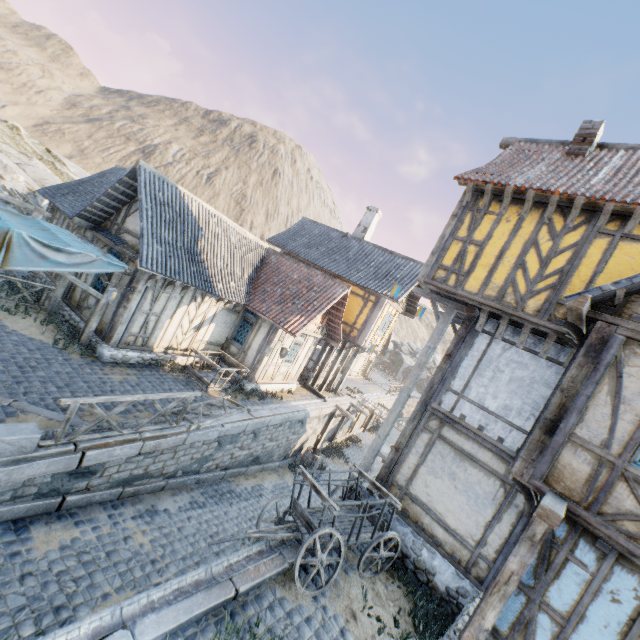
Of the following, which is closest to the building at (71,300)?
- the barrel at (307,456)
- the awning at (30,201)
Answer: the awning at (30,201)

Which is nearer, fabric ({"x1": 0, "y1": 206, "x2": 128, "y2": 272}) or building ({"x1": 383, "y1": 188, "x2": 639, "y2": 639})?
building ({"x1": 383, "y1": 188, "x2": 639, "y2": 639})

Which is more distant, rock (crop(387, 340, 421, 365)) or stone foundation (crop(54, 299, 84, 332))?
rock (crop(387, 340, 421, 365))

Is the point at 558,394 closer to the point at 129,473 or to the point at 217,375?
the point at 129,473

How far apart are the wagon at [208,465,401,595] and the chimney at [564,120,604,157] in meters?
10.5 m

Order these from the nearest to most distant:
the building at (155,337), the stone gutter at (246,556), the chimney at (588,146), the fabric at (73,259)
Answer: the stone gutter at (246,556) → the fabric at (73,259) → the chimney at (588,146) → the building at (155,337)

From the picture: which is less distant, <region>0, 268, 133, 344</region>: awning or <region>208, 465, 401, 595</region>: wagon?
<region>208, 465, 401, 595</region>: wagon

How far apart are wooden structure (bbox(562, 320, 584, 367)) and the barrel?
13.4m
